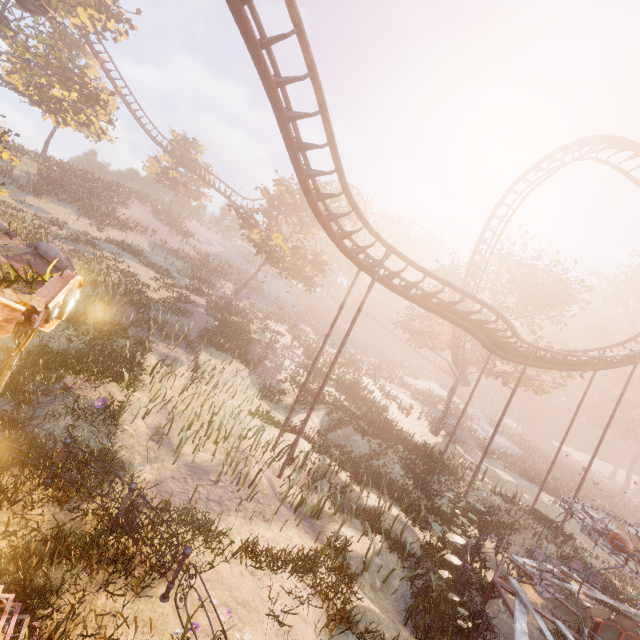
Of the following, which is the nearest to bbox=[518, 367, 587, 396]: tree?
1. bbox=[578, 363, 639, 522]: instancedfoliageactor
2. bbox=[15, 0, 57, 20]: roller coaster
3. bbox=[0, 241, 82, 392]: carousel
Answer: bbox=[15, 0, 57, 20]: roller coaster

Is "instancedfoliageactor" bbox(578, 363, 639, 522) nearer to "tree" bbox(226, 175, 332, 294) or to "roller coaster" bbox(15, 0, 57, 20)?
"roller coaster" bbox(15, 0, 57, 20)

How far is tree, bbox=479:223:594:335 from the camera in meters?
26.4 m

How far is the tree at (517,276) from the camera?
26.4 meters

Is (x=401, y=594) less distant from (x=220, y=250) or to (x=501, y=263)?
(x=501, y=263)

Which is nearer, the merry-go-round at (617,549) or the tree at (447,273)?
the merry-go-round at (617,549)

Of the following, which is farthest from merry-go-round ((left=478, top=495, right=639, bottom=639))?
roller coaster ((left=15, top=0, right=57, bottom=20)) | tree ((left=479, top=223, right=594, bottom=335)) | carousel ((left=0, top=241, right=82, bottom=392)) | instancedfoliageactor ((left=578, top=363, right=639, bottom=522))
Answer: tree ((left=479, top=223, right=594, bottom=335))

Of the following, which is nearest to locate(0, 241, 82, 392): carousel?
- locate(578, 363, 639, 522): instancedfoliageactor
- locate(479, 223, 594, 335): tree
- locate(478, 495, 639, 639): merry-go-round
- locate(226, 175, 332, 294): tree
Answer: locate(478, 495, 639, 639): merry-go-round
